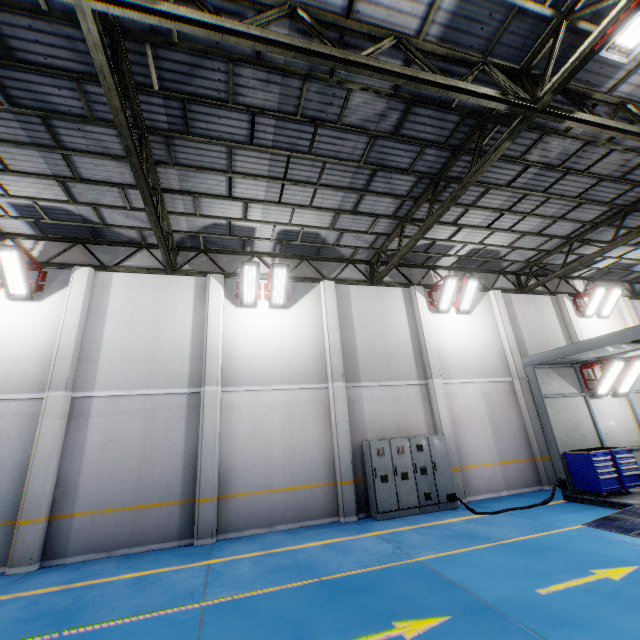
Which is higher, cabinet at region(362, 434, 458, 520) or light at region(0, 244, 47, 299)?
light at region(0, 244, 47, 299)

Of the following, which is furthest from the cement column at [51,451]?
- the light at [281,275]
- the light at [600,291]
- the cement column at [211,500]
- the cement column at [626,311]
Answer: the cement column at [626,311]

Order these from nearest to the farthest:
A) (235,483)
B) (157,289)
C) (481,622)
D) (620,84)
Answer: (481,622), (620,84), (235,483), (157,289)

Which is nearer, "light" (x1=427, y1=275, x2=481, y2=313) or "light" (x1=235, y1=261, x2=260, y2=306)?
"light" (x1=235, y1=261, x2=260, y2=306)

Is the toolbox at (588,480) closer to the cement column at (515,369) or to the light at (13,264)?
the cement column at (515,369)

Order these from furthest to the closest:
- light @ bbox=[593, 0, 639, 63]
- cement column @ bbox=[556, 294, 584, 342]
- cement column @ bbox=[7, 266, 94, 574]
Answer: cement column @ bbox=[556, 294, 584, 342], cement column @ bbox=[7, 266, 94, 574], light @ bbox=[593, 0, 639, 63]

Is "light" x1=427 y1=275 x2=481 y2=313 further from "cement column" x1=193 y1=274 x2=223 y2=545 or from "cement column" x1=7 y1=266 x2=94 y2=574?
"cement column" x1=7 y1=266 x2=94 y2=574

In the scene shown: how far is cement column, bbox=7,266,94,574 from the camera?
7.6m
